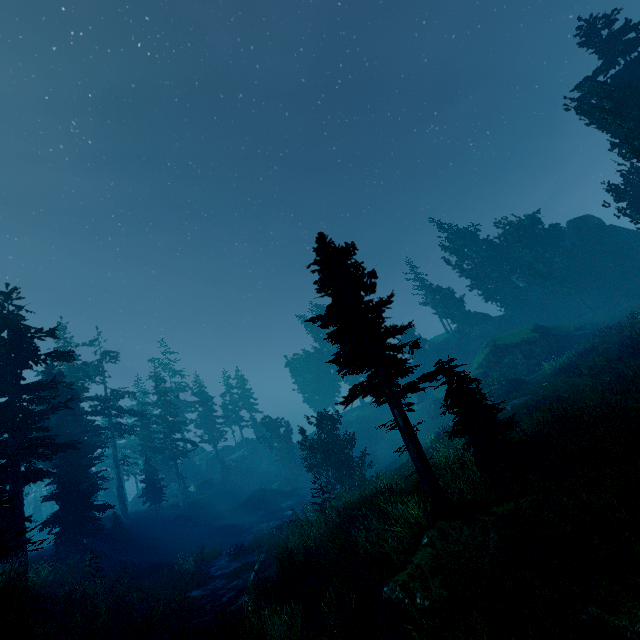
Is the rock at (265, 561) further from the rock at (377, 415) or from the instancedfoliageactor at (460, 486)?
the rock at (377, 415)

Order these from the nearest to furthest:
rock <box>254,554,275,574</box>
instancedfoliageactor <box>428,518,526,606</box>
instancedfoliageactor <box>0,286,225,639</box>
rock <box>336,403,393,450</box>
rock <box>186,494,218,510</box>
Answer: instancedfoliageactor <box>428,518,526,606</box>
instancedfoliageactor <box>0,286,225,639</box>
rock <box>254,554,275,574</box>
rock <box>186,494,218,510</box>
rock <box>336,403,393,450</box>

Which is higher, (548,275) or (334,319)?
(548,275)

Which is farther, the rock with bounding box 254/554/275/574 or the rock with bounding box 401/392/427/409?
the rock with bounding box 401/392/427/409

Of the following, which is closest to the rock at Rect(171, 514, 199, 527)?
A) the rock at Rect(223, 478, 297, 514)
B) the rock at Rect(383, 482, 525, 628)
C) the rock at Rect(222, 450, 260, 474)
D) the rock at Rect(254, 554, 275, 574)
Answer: the rock at Rect(223, 478, 297, 514)

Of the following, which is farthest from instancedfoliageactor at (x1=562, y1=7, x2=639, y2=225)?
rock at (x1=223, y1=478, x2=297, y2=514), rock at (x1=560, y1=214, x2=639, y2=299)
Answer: rock at (x1=223, y1=478, x2=297, y2=514)

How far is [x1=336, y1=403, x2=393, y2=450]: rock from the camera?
45.4m

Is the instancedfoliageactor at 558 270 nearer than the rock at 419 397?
Yes
